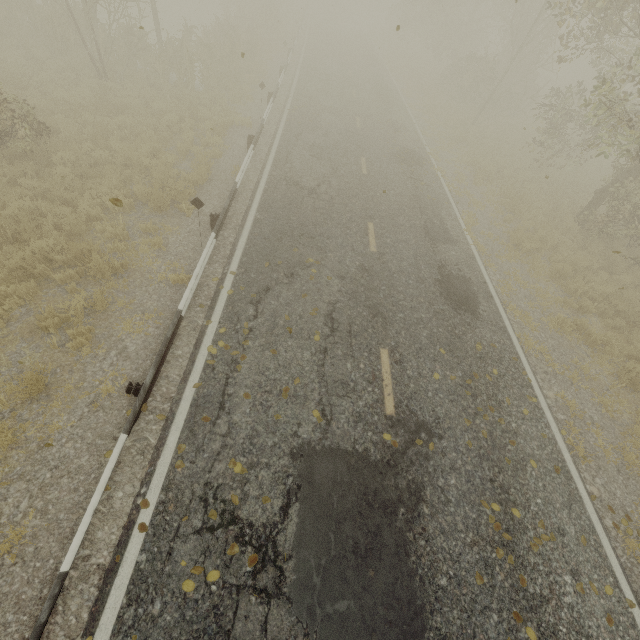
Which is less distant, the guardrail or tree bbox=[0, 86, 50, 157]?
the guardrail

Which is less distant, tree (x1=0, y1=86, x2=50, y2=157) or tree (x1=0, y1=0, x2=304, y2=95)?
tree (x1=0, y1=86, x2=50, y2=157)

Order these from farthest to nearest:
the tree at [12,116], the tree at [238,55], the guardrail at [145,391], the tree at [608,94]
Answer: the tree at [238,55] < the tree at [608,94] < the tree at [12,116] < the guardrail at [145,391]

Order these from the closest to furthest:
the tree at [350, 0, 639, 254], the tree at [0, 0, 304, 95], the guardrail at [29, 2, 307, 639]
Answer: the guardrail at [29, 2, 307, 639] < the tree at [350, 0, 639, 254] < the tree at [0, 0, 304, 95]

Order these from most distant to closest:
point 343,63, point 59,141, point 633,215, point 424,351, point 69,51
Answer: point 343,63 → point 69,51 → point 633,215 → point 59,141 → point 424,351

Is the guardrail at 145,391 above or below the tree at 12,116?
below
